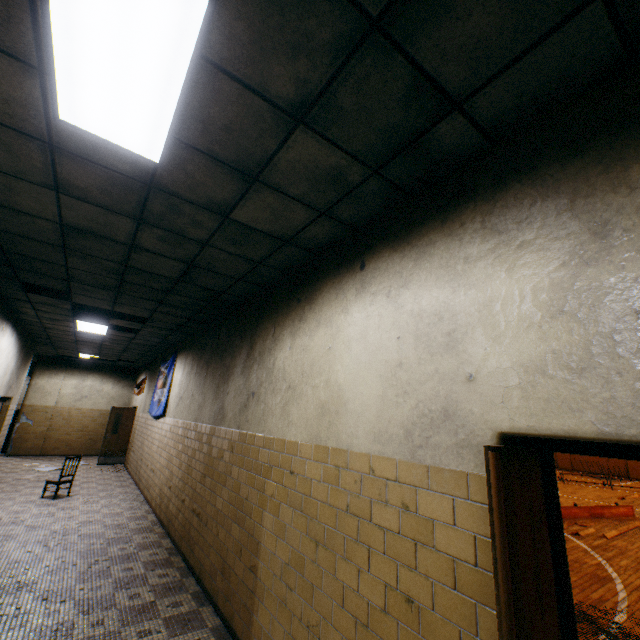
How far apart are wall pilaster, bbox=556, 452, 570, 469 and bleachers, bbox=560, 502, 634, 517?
16.1 meters

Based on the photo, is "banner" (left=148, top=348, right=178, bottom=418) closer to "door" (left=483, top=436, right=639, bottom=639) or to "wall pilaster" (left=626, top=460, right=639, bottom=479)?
"door" (left=483, top=436, right=639, bottom=639)

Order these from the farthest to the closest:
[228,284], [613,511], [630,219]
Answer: [613,511], [228,284], [630,219]

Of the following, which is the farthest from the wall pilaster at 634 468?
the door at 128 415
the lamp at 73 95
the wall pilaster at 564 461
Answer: the lamp at 73 95

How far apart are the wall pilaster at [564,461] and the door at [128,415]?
28.1m

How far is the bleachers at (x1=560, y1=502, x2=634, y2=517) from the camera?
9.35m

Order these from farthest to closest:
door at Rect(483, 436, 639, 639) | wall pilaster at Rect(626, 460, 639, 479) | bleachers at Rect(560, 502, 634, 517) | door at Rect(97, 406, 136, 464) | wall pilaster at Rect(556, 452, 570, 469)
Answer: wall pilaster at Rect(556, 452, 570, 469) < wall pilaster at Rect(626, 460, 639, 479) < door at Rect(97, 406, 136, 464) < bleachers at Rect(560, 502, 634, 517) < door at Rect(483, 436, 639, 639)

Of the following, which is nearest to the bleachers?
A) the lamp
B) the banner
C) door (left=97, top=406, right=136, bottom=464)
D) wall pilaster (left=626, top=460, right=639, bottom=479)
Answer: the banner
